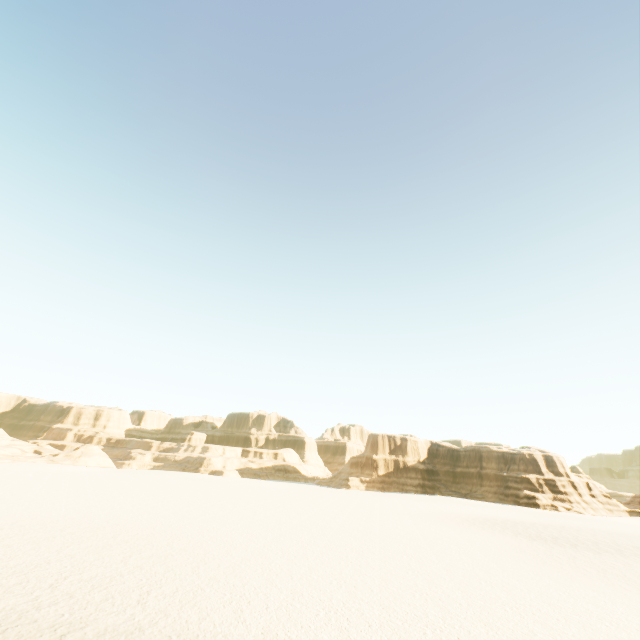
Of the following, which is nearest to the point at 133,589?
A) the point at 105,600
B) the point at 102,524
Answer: the point at 105,600
